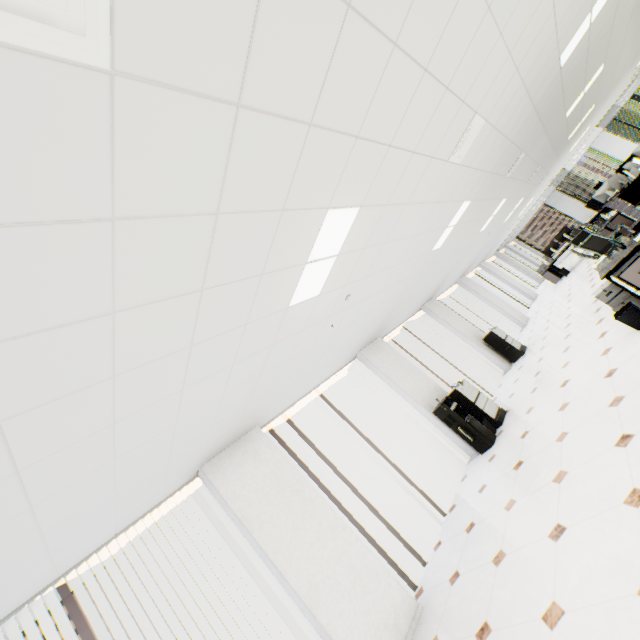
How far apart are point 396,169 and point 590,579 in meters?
3.4 m

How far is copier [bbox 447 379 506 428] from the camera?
6.3 meters

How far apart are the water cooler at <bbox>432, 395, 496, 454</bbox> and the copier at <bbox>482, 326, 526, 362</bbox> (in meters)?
3.92

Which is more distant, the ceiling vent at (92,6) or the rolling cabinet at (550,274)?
the rolling cabinet at (550,274)

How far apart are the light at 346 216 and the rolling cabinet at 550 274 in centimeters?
1353cm

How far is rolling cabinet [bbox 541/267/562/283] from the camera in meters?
12.9

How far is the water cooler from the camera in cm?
586

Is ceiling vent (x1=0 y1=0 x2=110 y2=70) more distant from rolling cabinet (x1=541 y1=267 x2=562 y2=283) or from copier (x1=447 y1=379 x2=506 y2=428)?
rolling cabinet (x1=541 y1=267 x2=562 y2=283)
